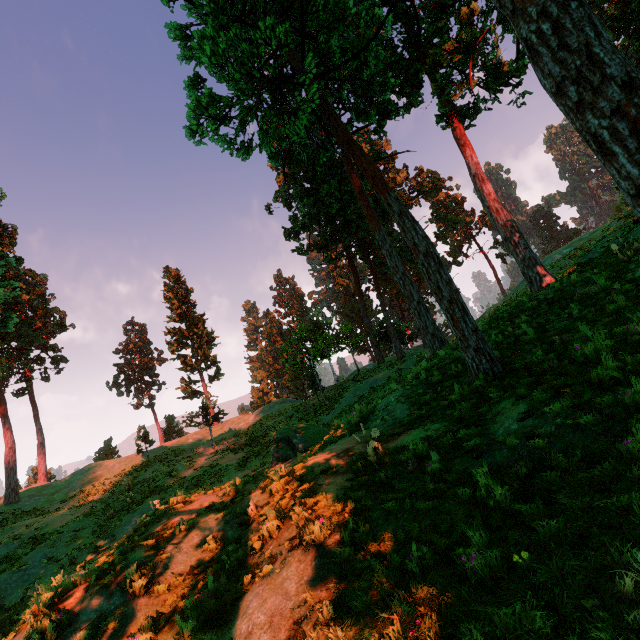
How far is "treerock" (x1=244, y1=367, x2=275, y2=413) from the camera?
56.50m

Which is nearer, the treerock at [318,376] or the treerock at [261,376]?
the treerock at [318,376]

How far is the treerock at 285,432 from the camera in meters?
14.2

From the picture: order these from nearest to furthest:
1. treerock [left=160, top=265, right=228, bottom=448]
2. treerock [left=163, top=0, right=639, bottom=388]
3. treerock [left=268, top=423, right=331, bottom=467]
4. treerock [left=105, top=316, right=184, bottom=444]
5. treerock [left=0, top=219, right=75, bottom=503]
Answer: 1. treerock [left=163, top=0, right=639, bottom=388]
2. treerock [left=268, top=423, right=331, bottom=467]
3. treerock [left=0, top=219, right=75, bottom=503]
4. treerock [left=160, top=265, right=228, bottom=448]
5. treerock [left=105, top=316, right=184, bottom=444]

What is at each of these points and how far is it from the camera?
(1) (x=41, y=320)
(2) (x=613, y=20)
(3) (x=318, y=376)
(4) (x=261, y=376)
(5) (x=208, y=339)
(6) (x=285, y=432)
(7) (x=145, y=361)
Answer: (1) treerock, 44.50m
(2) treerock, 30.70m
(3) treerock, 31.83m
(4) treerock, 58.91m
(5) treerock, 46.09m
(6) treerock, 15.61m
(7) treerock, 49.25m

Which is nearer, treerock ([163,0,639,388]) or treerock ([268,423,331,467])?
treerock ([163,0,639,388])
